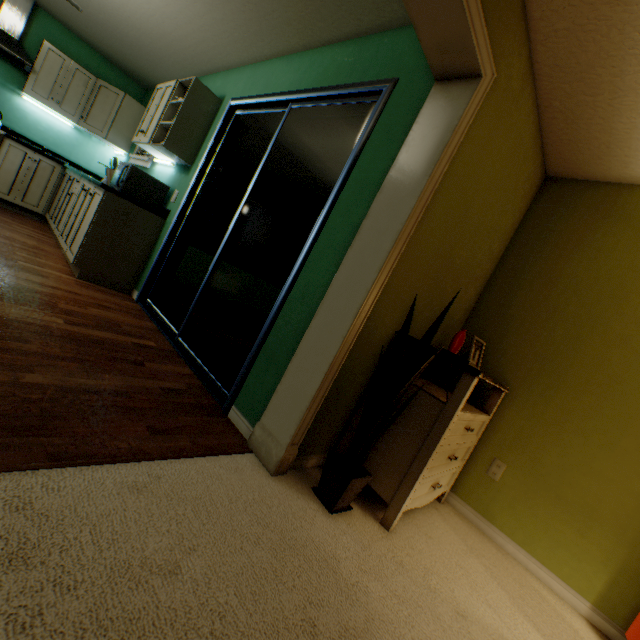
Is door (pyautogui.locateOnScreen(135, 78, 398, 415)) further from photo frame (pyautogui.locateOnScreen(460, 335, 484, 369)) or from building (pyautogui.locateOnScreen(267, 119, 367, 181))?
photo frame (pyautogui.locateOnScreen(460, 335, 484, 369))

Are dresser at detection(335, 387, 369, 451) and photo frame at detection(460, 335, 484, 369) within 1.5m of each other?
yes

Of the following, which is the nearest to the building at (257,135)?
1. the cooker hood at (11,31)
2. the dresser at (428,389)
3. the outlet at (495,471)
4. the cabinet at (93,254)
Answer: the dresser at (428,389)

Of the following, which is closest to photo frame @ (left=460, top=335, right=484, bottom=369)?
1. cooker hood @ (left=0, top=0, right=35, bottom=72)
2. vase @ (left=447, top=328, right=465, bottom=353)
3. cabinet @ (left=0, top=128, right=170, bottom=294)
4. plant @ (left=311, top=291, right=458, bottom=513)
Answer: vase @ (left=447, top=328, right=465, bottom=353)

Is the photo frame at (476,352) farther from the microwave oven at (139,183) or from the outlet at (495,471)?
the microwave oven at (139,183)

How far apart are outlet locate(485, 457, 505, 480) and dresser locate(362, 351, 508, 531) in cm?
16

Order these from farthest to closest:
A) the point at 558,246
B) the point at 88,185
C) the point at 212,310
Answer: the point at 212,310 < the point at 88,185 < the point at 558,246

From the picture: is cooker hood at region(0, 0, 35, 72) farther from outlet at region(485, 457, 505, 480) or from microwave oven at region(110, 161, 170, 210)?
outlet at region(485, 457, 505, 480)
